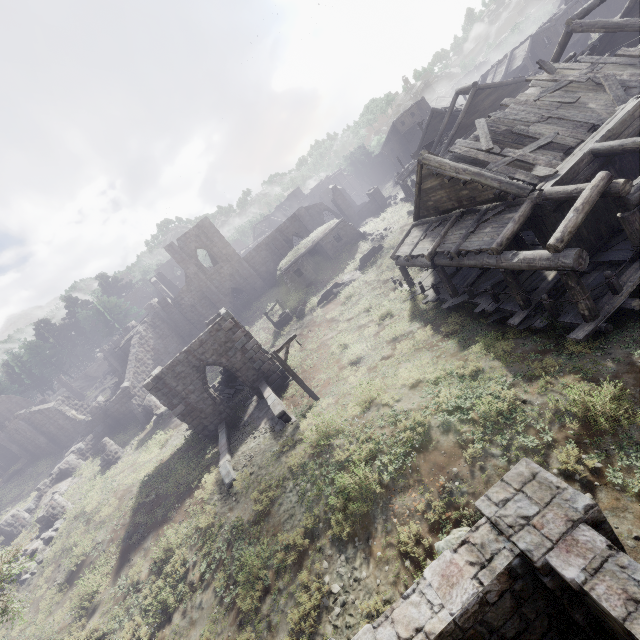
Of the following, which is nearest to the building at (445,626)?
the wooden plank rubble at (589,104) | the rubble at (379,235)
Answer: the wooden plank rubble at (589,104)

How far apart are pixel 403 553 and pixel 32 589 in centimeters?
2019cm

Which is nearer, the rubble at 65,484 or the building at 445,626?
the building at 445,626

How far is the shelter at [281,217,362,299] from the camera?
32.0m

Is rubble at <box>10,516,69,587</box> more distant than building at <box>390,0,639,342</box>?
Yes

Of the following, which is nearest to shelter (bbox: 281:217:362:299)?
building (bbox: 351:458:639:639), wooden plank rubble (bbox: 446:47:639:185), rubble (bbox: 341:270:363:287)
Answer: rubble (bbox: 341:270:363:287)

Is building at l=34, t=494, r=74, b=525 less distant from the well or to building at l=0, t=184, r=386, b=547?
building at l=0, t=184, r=386, b=547

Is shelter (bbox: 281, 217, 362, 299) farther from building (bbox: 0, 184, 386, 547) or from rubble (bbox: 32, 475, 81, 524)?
rubble (bbox: 32, 475, 81, 524)
